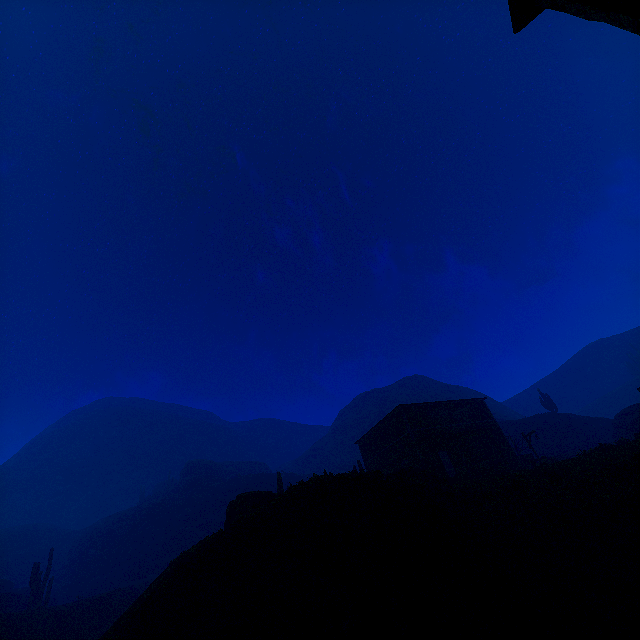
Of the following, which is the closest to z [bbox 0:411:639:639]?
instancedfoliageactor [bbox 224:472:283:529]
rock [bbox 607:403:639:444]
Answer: instancedfoliageactor [bbox 224:472:283:529]

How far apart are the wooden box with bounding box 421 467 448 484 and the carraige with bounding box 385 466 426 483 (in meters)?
0.04

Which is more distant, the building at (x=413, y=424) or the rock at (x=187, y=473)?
the rock at (x=187, y=473)

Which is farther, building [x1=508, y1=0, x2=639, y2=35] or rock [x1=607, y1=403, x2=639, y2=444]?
rock [x1=607, y1=403, x2=639, y2=444]

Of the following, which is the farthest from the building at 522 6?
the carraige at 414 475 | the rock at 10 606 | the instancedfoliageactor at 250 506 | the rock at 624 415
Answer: the rock at 10 606

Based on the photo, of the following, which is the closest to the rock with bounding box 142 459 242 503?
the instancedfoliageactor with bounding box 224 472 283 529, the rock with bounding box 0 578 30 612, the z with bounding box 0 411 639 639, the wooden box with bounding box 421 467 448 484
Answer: the z with bounding box 0 411 639 639

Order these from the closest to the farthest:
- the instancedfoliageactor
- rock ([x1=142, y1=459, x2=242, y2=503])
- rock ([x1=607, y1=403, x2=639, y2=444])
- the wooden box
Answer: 1. the instancedfoliageactor
2. the wooden box
3. rock ([x1=607, y1=403, x2=639, y2=444])
4. rock ([x1=142, y1=459, x2=242, y2=503])

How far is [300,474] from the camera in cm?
5578
